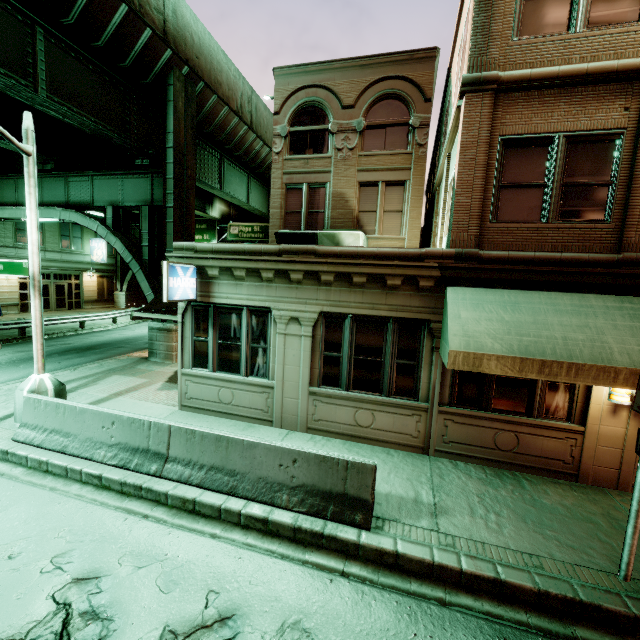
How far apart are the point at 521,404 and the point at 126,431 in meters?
8.4

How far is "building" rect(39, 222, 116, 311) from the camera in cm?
2823

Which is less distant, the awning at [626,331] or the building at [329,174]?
the awning at [626,331]

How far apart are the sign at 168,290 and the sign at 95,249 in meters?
28.9

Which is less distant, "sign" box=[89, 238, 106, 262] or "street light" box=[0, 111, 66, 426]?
"street light" box=[0, 111, 66, 426]

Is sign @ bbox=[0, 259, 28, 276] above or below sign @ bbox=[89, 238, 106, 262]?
below

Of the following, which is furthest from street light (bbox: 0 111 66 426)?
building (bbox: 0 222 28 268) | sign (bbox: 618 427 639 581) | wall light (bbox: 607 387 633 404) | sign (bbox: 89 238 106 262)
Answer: sign (bbox: 89 238 106 262)

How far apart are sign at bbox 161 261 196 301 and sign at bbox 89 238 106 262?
28.9 meters
